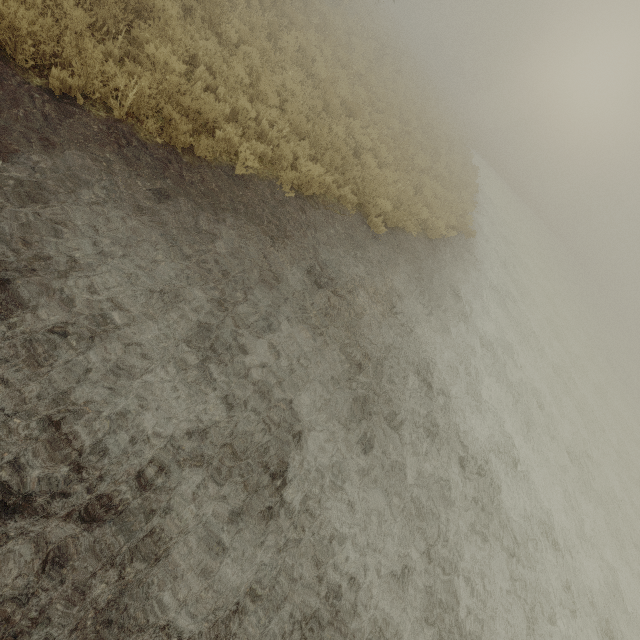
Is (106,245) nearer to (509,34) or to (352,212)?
(352,212)
